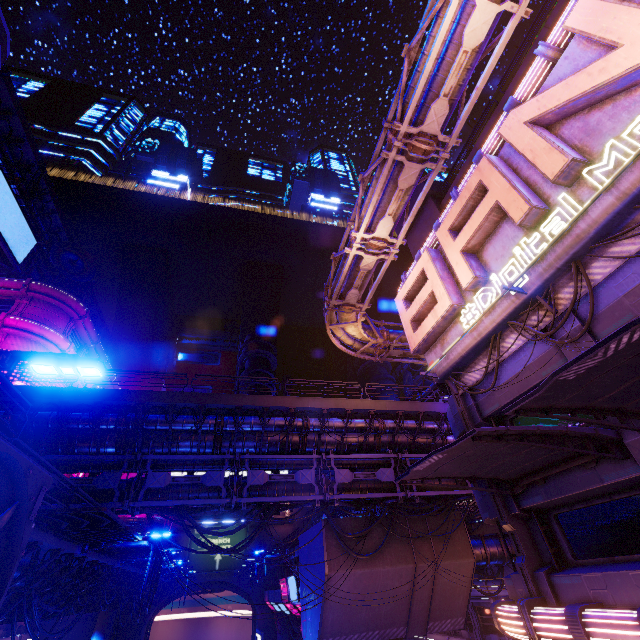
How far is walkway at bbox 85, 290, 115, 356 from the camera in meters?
49.2 m

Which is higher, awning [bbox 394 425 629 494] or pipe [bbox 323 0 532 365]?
pipe [bbox 323 0 532 365]

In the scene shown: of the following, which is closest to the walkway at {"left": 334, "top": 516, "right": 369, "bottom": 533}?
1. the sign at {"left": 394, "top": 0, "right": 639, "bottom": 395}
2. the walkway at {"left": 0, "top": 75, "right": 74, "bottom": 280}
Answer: the walkway at {"left": 0, "top": 75, "right": 74, "bottom": 280}

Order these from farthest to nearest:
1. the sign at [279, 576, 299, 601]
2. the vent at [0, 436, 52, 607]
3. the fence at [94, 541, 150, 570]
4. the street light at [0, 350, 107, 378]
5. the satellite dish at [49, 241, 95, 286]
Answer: the satellite dish at [49, 241, 95, 286] < the sign at [279, 576, 299, 601] < the fence at [94, 541, 150, 570] < the vent at [0, 436, 52, 607] < the street light at [0, 350, 107, 378]

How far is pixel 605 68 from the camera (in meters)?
7.39

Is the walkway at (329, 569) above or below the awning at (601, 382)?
below

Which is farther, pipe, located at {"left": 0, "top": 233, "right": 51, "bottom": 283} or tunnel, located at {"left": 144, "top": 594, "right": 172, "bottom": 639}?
tunnel, located at {"left": 144, "top": 594, "right": 172, "bottom": 639}

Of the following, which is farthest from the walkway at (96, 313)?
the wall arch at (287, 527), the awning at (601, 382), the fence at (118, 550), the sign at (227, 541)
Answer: the sign at (227, 541)
